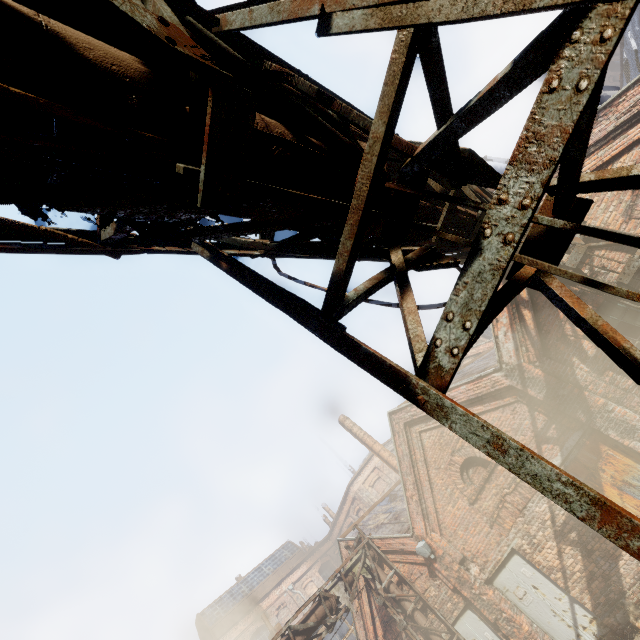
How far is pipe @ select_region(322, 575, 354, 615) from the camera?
10.54m

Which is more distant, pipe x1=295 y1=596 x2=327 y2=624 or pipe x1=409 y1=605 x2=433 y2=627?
pipe x1=409 y1=605 x2=433 y2=627

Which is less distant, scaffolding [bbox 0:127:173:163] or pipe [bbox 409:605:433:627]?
scaffolding [bbox 0:127:173:163]

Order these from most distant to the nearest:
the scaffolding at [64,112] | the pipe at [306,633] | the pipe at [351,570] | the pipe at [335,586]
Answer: the pipe at [351,570]
the pipe at [335,586]
the pipe at [306,633]
the scaffolding at [64,112]

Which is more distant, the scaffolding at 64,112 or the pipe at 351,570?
the pipe at 351,570

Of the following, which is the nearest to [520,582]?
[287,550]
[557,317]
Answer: [557,317]

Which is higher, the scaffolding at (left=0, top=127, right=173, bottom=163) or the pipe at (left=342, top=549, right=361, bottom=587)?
the pipe at (left=342, top=549, right=361, bottom=587)
